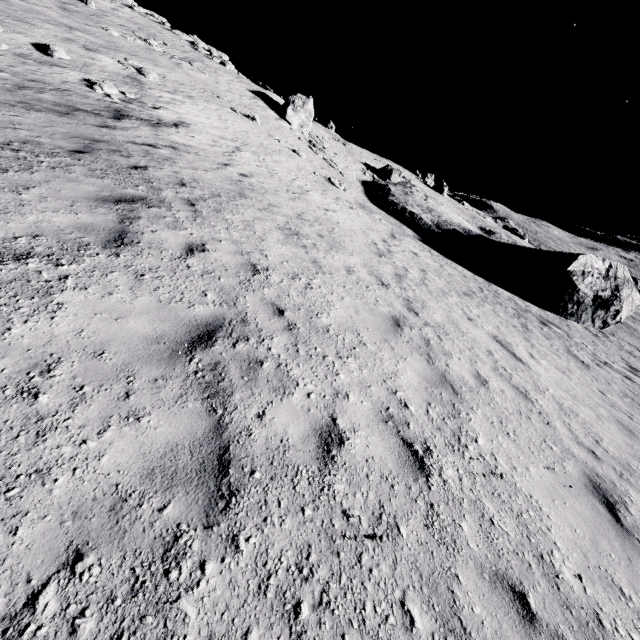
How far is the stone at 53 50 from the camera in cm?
1422

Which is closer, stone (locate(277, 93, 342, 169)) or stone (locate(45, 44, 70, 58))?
stone (locate(45, 44, 70, 58))

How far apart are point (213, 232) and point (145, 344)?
3.7 meters

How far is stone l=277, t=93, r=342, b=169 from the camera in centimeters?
3078cm

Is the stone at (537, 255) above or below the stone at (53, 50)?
below

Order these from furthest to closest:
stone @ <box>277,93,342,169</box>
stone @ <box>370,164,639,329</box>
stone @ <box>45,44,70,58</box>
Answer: stone @ <box>277,93,342,169</box> < stone @ <box>370,164,639,329</box> < stone @ <box>45,44,70,58</box>

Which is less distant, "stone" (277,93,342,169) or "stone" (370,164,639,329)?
"stone" (370,164,639,329)
